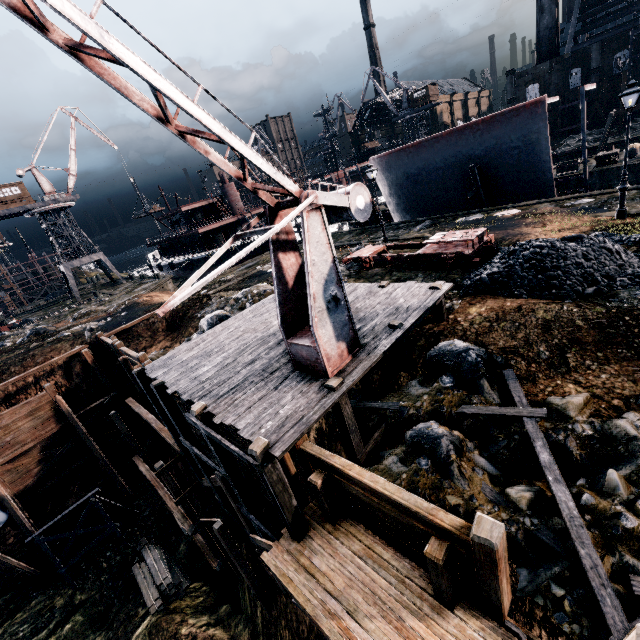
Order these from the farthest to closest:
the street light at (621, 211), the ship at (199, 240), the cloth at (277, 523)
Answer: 1. the ship at (199, 240)
2. the street light at (621, 211)
3. the cloth at (277, 523)

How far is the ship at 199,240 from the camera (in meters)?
47.34

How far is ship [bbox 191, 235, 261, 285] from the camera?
43.6m

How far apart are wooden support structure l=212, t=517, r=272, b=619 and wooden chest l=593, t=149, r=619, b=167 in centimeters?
4219cm

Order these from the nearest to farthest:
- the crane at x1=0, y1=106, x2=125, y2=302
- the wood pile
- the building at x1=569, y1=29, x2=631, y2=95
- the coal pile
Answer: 1. the coal pile
2. the wood pile
3. the crane at x1=0, y1=106, x2=125, y2=302
4. the building at x1=569, y1=29, x2=631, y2=95

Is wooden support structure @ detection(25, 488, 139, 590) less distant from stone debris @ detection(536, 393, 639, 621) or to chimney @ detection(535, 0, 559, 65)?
stone debris @ detection(536, 393, 639, 621)

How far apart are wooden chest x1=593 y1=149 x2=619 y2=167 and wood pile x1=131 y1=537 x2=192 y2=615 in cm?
4709

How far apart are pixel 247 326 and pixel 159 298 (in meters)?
24.08
